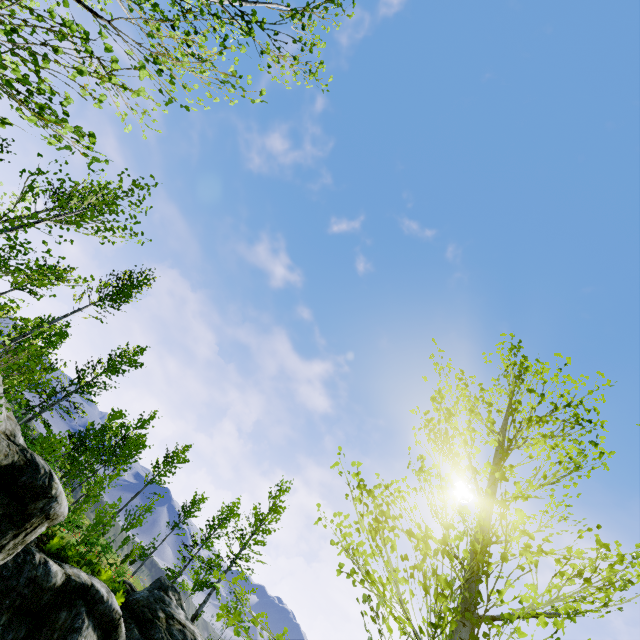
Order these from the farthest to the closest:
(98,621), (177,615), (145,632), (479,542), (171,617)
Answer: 1. (177,615)
2. (171,617)
3. (145,632)
4. (98,621)
5. (479,542)

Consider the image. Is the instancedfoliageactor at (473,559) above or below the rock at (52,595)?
above

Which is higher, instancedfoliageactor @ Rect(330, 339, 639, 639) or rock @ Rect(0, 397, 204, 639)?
instancedfoliageactor @ Rect(330, 339, 639, 639)

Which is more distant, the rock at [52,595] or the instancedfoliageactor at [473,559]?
the rock at [52,595]

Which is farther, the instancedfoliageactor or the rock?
the rock
